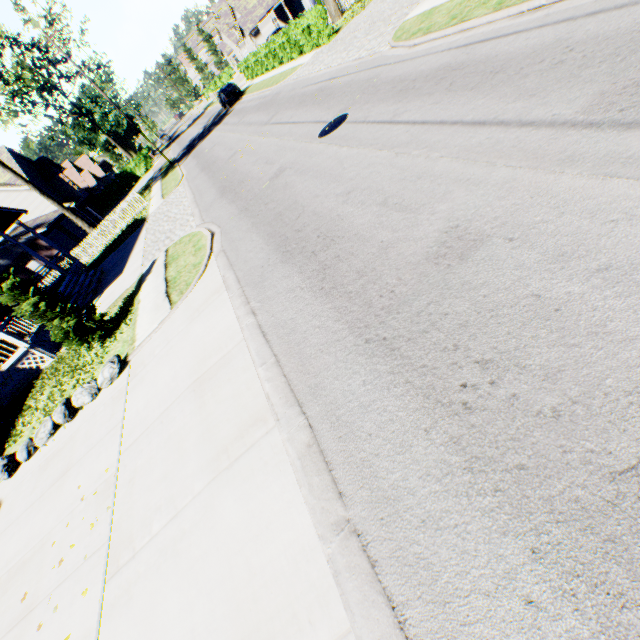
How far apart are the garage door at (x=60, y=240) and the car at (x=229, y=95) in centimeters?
2090cm

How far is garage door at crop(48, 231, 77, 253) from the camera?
30.49m

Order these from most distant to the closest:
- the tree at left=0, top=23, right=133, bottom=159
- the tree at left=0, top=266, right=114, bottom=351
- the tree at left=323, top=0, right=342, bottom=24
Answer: the tree at left=0, top=23, right=133, bottom=159 < the tree at left=323, top=0, right=342, bottom=24 < the tree at left=0, top=266, right=114, bottom=351

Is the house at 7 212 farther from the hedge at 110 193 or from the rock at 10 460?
the hedge at 110 193

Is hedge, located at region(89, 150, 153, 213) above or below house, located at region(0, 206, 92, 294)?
below

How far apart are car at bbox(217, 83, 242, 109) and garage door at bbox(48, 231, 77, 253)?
20.90m

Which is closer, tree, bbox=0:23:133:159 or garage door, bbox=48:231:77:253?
garage door, bbox=48:231:77:253

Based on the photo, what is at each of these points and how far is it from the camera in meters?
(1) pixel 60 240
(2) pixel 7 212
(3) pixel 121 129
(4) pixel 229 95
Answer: (1) garage door, 31.3 m
(2) house, 17.6 m
(3) tree, 59.6 m
(4) car, 31.1 m
